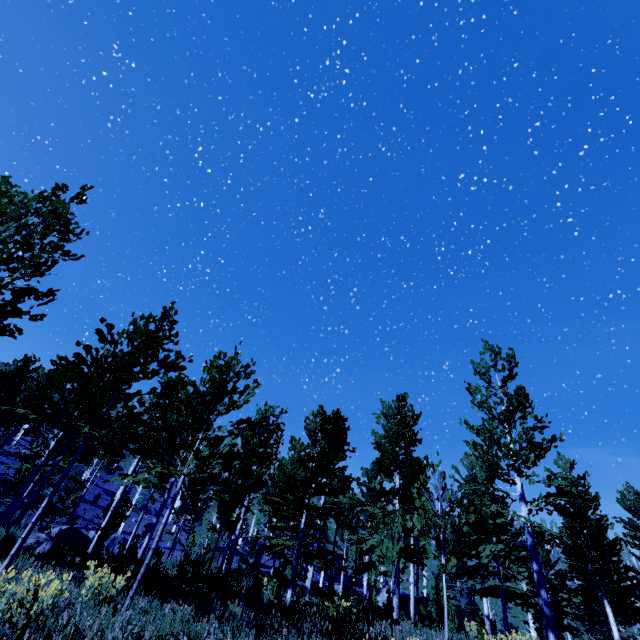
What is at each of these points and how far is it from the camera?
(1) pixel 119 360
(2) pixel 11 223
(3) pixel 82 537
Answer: (1) instancedfoliageactor, 7.98m
(2) instancedfoliageactor, 3.98m
(3) rock, 14.08m

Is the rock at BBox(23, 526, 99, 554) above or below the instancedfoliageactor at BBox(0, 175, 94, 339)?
below

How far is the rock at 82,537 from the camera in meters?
11.2

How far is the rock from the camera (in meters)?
11.16

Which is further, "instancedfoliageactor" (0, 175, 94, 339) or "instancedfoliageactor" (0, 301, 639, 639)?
"instancedfoliageactor" (0, 301, 639, 639)

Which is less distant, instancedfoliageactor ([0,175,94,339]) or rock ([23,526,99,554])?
instancedfoliageactor ([0,175,94,339])

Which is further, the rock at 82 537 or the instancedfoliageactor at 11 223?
the rock at 82 537
